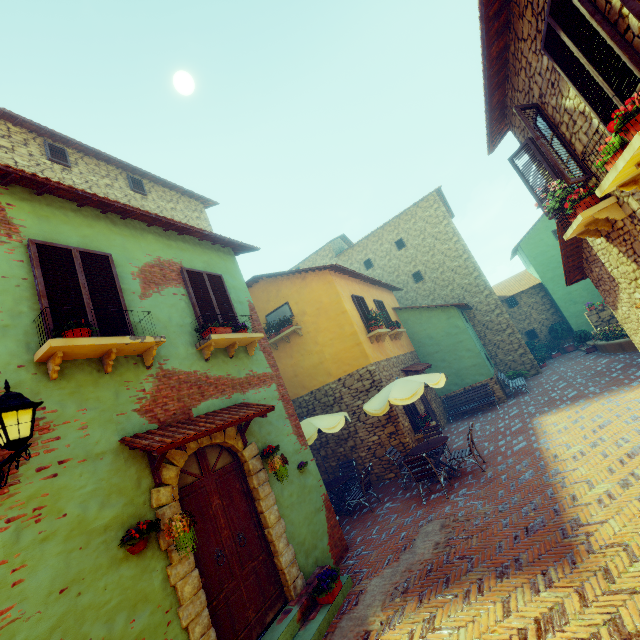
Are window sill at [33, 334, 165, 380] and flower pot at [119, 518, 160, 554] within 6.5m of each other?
yes

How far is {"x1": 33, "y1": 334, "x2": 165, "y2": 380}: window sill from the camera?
3.9m

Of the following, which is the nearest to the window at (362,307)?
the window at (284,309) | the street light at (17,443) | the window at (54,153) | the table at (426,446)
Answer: the street light at (17,443)

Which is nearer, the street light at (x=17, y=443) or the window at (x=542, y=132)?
the street light at (x=17, y=443)

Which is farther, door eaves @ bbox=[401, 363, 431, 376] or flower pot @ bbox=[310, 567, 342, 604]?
door eaves @ bbox=[401, 363, 431, 376]

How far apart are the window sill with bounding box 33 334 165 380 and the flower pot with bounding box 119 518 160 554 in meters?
2.1 m

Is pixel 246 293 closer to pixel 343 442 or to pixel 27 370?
pixel 27 370

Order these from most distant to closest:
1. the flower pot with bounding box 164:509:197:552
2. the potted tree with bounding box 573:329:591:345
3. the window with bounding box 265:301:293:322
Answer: the potted tree with bounding box 573:329:591:345
the window with bounding box 265:301:293:322
the flower pot with bounding box 164:509:197:552
